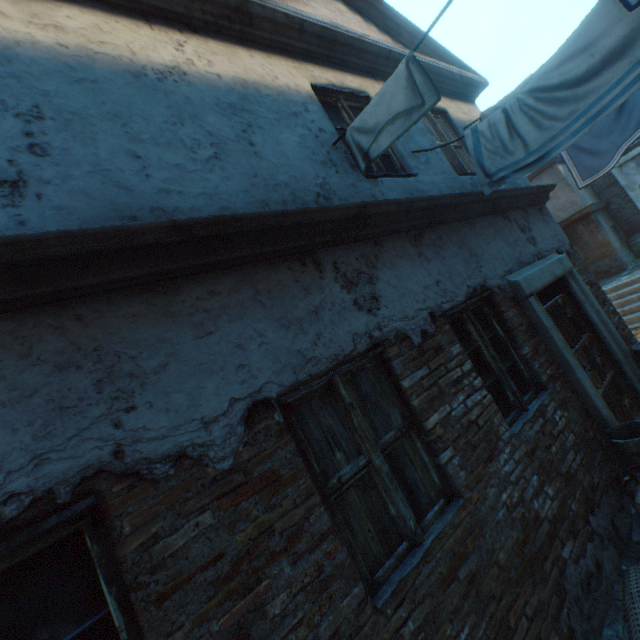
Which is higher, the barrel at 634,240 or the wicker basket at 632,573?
the barrel at 634,240

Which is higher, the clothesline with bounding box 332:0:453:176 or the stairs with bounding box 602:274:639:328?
the clothesline with bounding box 332:0:453:176

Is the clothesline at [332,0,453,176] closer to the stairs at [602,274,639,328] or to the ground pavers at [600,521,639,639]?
the ground pavers at [600,521,639,639]

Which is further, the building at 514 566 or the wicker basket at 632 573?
the wicker basket at 632 573

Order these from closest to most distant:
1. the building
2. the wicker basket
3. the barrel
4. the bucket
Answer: the building < the wicker basket < the bucket < the barrel

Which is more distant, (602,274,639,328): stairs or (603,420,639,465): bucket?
(602,274,639,328): stairs

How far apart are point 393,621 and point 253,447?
1.3m

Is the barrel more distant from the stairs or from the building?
the stairs
